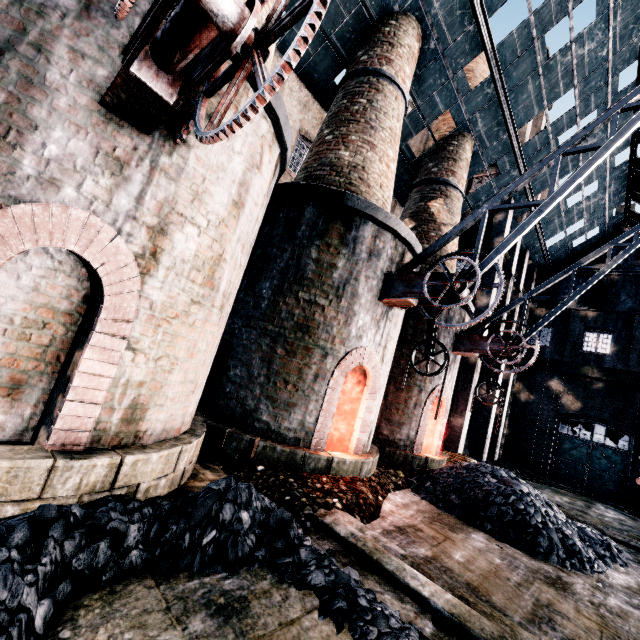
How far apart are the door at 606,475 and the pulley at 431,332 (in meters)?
23.75

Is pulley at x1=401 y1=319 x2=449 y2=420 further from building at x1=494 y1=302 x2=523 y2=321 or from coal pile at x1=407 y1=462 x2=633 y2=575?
building at x1=494 y1=302 x2=523 y2=321

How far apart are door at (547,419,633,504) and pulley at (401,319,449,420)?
23.7 meters

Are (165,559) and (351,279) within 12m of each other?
yes

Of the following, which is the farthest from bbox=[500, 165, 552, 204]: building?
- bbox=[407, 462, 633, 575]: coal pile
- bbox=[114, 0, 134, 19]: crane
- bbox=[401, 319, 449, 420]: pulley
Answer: bbox=[401, 319, 449, 420]: pulley

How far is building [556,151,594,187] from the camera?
18.98m

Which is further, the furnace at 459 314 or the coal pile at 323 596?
the furnace at 459 314
